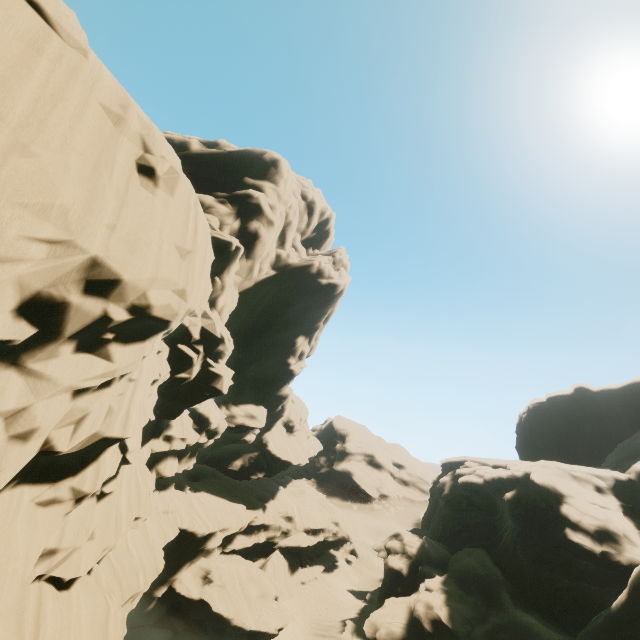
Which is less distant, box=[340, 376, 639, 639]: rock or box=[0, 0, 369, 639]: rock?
box=[0, 0, 369, 639]: rock

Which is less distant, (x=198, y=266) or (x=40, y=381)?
(x=40, y=381)

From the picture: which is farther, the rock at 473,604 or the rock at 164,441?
the rock at 473,604
